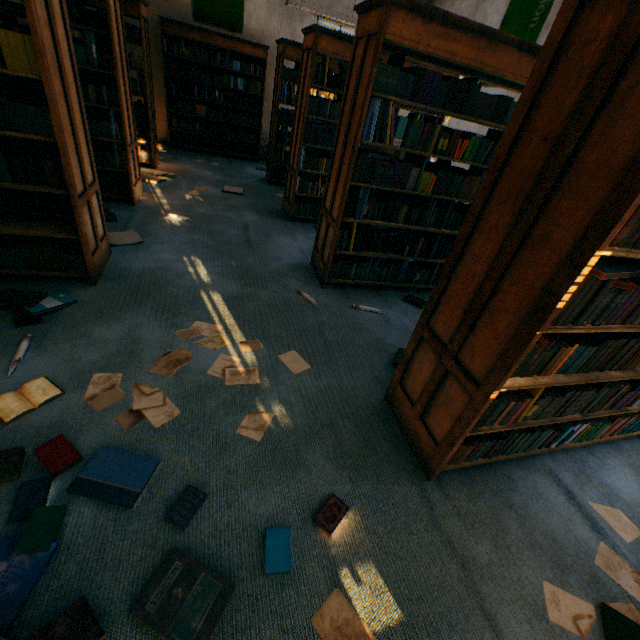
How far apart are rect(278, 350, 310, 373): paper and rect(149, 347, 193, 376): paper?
0.18m

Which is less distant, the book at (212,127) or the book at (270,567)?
the book at (270,567)

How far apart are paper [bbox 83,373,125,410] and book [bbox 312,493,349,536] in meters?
0.9

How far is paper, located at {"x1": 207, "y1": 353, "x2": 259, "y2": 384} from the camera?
2.1m

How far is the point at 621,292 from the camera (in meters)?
1.22

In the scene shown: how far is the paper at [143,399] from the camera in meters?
1.7

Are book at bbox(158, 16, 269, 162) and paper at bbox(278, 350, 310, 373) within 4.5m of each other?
no

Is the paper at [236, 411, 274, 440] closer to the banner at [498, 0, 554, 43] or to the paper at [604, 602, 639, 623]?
the paper at [604, 602, 639, 623]
